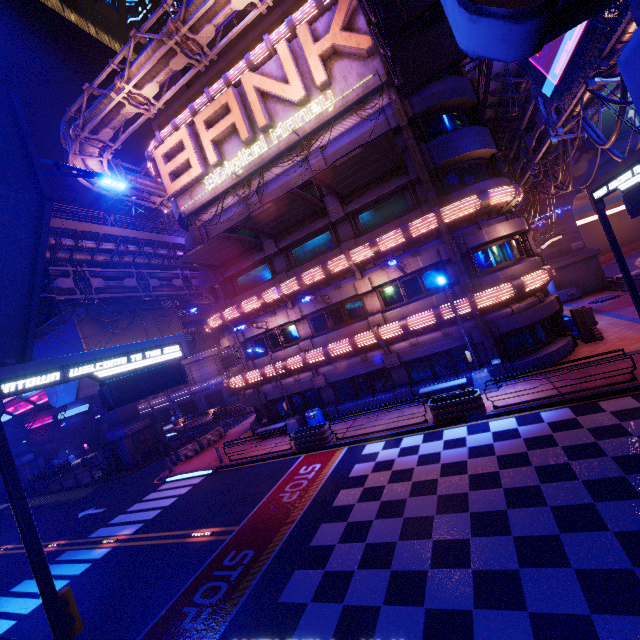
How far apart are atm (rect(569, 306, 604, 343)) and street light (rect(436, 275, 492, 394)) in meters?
5.9

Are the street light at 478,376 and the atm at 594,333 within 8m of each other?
yes

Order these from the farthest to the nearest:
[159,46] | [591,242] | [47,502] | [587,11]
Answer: [591,242] < [47,502] < [159,46] < [587,11]

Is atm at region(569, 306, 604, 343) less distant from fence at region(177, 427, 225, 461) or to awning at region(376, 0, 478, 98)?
awning at region(376, 0, 478, 98)

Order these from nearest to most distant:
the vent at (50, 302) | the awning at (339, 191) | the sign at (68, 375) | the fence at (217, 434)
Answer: the sign at (68, 375), the vent at (50, 302), the awning at (339, 191), the fence at (217, 434)

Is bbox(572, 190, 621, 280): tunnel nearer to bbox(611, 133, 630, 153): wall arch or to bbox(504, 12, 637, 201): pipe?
bbox(611, 133, 630, 153): wall arch

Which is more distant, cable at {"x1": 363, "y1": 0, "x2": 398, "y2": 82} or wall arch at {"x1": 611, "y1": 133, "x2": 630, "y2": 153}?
wall arch at {"x1": 611, "y1": 133, "x2": 630, "y2": 153}

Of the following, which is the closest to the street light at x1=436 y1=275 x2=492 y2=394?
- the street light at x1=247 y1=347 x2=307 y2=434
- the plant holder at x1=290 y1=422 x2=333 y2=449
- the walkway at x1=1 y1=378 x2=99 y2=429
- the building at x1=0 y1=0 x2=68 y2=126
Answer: the plant holder at x1=290 y1=422 x2=333 y2=449
